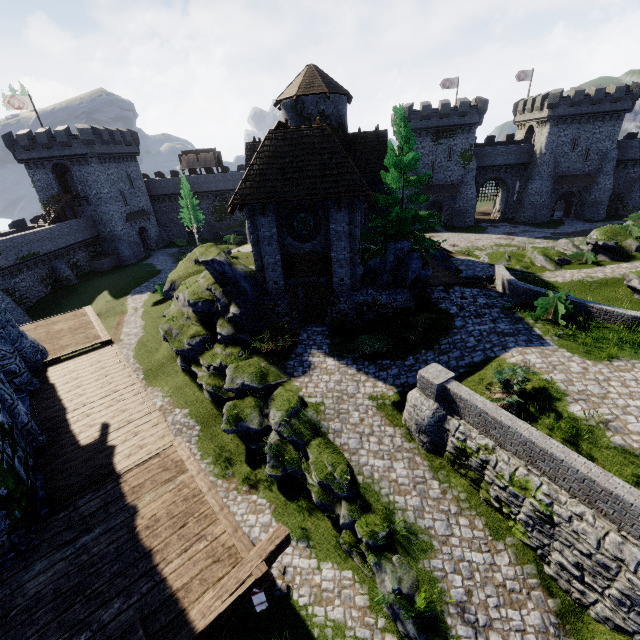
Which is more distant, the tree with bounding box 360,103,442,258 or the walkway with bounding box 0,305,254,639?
the tree with bounding box 360,103,442,258

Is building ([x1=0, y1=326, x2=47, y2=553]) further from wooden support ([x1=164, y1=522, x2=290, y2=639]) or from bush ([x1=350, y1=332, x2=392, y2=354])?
bush ([x1=350, y1=332, x2=392, y2=354])

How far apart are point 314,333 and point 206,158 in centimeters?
4836cm

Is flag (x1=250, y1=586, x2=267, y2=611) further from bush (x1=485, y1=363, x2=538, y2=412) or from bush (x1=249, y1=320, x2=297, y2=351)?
bush (x1=249, y1=320, x2=297, y2=351)

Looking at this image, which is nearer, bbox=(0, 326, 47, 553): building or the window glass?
bbox=(0, 326, 47, 553): building

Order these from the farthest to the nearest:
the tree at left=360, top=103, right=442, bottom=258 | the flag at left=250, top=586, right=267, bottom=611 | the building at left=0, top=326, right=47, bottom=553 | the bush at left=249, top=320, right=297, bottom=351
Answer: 1. the tree at left=360, top=103, right=442, bottom=258
2. the bush at left=249, top=320, right=297, bottom=351
3. the flag at left=250, top=586, right=267, bottom=611
4. the building at left=0, top=326, right=47, bottom=553

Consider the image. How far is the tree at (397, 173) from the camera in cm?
1766

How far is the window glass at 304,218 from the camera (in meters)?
17.16
